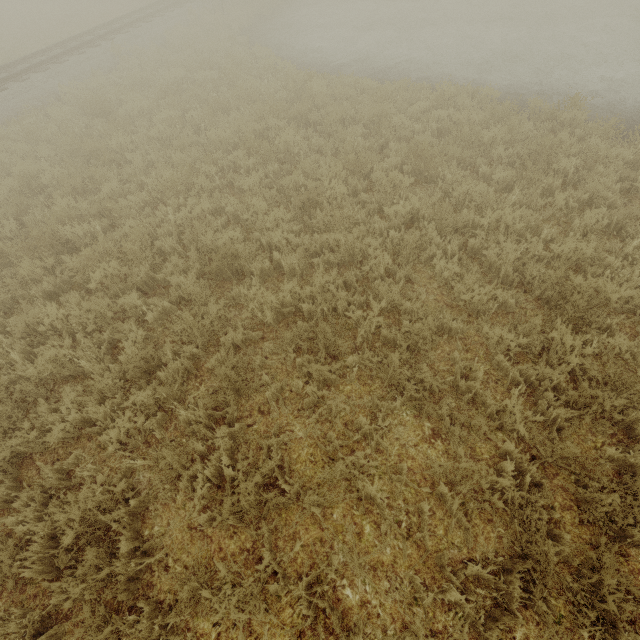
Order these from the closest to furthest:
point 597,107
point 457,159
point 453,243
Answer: point 453,243 < point 457,159 < point 597,107
